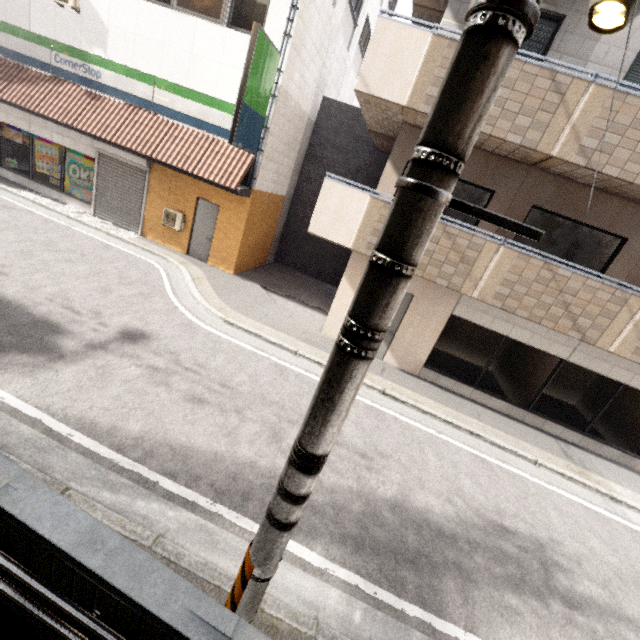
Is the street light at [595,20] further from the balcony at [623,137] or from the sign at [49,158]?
the sign at [49,158]

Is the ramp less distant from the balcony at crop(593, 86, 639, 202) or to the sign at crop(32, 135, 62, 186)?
the balcony at crop(593, 86, 639, 202)

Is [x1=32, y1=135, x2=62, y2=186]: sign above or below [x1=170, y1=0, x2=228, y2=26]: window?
below

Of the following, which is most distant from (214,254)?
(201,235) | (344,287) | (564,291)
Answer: (564,291)

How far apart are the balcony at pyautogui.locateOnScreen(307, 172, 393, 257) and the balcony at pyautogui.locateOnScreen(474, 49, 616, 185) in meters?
1.6 m

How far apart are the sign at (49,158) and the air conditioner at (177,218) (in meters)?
4.55

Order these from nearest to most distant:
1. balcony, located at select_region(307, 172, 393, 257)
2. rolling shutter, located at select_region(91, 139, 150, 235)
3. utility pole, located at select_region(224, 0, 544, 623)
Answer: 1. utility pole, located at select_region(224, 0, 544, 623)
2. balcony, located at select_region(307, 172, 393, 257)
3. rolling shutter, located at select_region(91, 139, 150, 235)

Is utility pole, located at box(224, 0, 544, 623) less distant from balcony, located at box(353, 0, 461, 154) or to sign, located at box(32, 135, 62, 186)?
balcony, located at box(353, 0, 461, 154)
